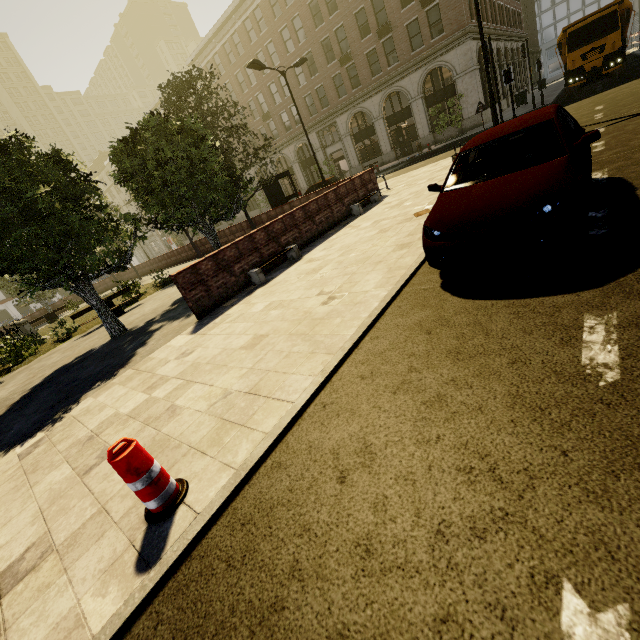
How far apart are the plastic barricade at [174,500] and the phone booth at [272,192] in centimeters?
1689cm

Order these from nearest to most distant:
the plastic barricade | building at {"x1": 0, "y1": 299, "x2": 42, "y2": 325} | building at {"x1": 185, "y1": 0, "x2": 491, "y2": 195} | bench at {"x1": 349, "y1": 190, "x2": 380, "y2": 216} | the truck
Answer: the plastic barricade → bench at {"x1": 349, "y1": 190, "x2": 380, "y2": 216} → the truck → building at {"x1": 185, "y1": 0, "x2": 491, "y2": 195} → building at {"x1": 0, "y1": 299, "x2": 42, "y2": 325}

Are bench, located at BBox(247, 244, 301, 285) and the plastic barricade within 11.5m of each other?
yes

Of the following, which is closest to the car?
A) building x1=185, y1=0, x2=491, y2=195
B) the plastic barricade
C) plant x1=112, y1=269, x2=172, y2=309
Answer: the plastic barricade

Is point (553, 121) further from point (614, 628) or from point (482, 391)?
point (614, 628)

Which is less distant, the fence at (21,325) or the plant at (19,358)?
the plant at (19,358)

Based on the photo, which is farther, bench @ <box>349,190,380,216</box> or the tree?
bench @ <box>349,190,380,216</box>

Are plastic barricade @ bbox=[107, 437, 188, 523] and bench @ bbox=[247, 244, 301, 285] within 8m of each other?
yes
